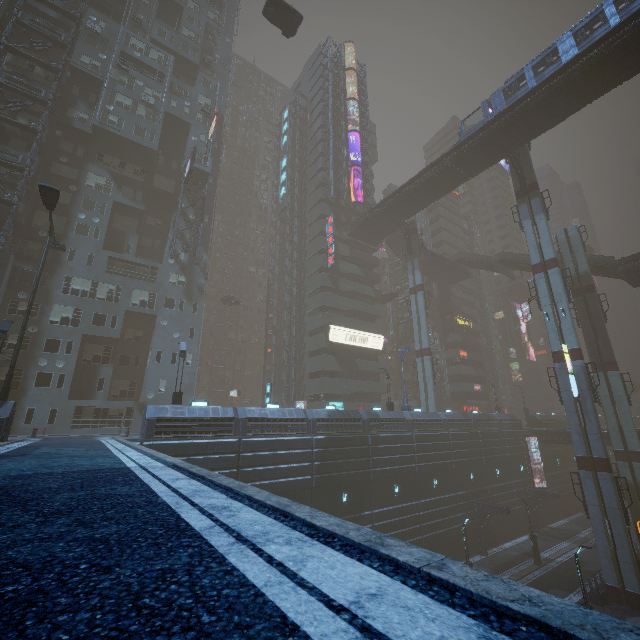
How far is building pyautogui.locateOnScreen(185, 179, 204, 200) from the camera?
40.16m

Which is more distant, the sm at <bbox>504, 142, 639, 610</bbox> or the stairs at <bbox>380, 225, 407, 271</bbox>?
the stairs at <bbox>380, 225, 407, 271</bbox>

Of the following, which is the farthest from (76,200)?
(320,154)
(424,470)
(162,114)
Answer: (424,470)

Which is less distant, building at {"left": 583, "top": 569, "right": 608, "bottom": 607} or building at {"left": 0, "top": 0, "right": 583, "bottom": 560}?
building at {"left": 583, "top": 569, "right": 608, "bottom": 607}

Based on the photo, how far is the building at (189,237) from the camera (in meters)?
38.12

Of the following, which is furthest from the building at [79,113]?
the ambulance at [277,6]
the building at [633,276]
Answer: the building at [633,276]

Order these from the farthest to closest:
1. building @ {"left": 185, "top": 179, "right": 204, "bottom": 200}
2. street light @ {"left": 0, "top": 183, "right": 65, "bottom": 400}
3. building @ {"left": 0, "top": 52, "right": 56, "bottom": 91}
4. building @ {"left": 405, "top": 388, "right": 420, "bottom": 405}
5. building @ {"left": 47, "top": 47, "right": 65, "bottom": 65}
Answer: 1. building @ {"left": 405, "top": 388, "right": 420, "bottom": 405}
2. building @ {"left": 185, "top": 179, "right": 204, "bottom": 200}
3. building @ {"left": 47, "top": 47, "right": 65, "bottom": 65}
4. building @ {"left": 0, "top": 52, "right": 56, "bottom": 91}
5. street light @ {"left": 0, "top": 183, "right": 65, "bottom": 400}

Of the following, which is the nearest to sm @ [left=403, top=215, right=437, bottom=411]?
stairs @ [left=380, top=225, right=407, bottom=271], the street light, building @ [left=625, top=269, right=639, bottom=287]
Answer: stairs @ [left=380, top=225, right=407, bottom=271]
